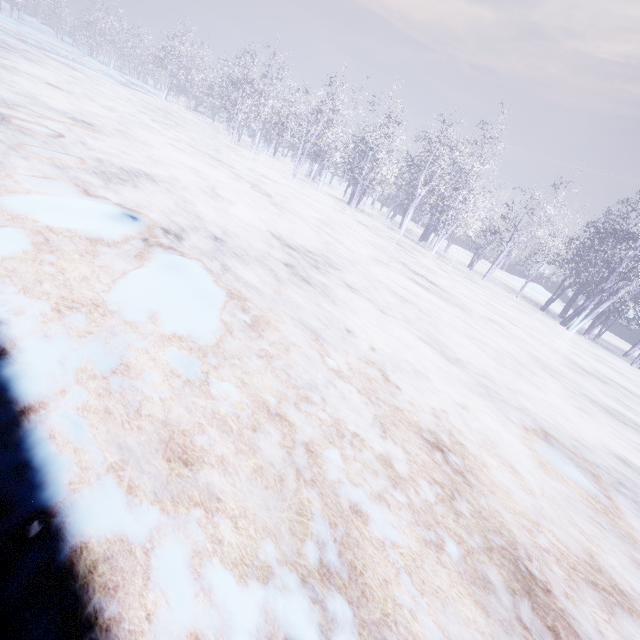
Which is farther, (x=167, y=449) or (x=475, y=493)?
(x=475, y=493)
